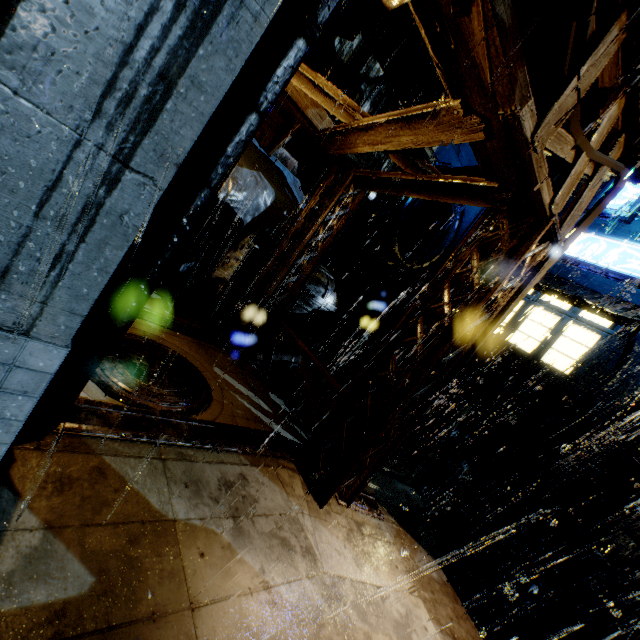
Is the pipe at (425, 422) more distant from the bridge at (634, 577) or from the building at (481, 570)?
the bridge at (634, 577)

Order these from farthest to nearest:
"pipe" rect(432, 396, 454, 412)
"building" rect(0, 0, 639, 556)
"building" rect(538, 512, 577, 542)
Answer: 1. "pipe" rect(432, 396, 454, 412)
2. "building" rect(538, 512, 577, 542)
3. "building" rect(0, 0, 639, 556)

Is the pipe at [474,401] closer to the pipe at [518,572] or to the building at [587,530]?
the building at [587,530]

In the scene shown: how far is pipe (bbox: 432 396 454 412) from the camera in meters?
12.9 m

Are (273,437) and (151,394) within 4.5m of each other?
yes

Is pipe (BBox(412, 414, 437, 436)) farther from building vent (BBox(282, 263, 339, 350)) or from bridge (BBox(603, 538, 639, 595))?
bridge (BBox(603, 538, 639, 595))

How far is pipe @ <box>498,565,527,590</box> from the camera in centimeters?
922cm

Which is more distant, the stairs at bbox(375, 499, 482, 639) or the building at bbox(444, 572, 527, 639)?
the building at bbox(444, 572, 527, 639)
